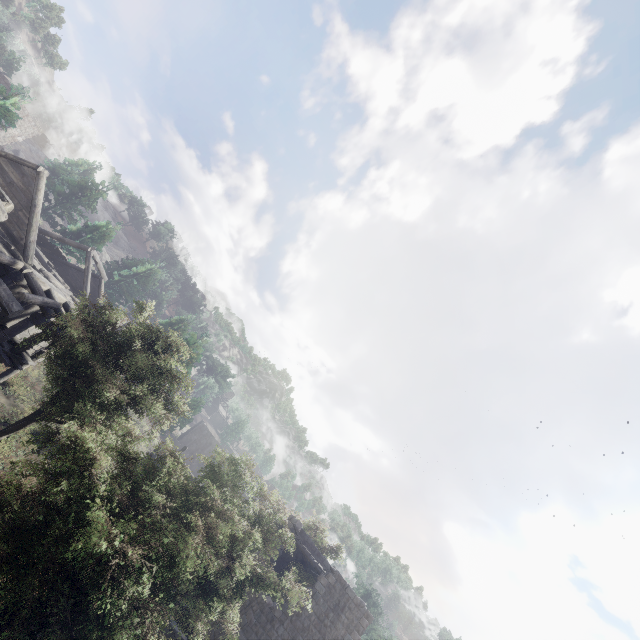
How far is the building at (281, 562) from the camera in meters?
22.6 m

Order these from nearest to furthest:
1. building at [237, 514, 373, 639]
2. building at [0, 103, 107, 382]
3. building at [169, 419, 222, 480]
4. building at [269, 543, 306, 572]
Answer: building at [0, 103, 107, 382]
building at [237, 514, 373, 639]
building at [269, 543, 306, 572]
building at [169, 419, 222, 480]

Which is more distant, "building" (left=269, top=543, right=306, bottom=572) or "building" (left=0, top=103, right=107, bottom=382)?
"building" (left=269, top=543, right=306, bottom=572)

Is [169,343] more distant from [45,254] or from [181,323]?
[45,254]

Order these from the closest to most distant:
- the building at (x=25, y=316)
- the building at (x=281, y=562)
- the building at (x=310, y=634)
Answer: the building at (x=25, y=316) < the building at (x=310, y=634) < the building at (x=281, y=562)

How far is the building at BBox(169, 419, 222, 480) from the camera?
48.8 meters

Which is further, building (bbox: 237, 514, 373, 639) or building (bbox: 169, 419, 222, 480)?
building (bbox: 169, 419, 222, 480)
